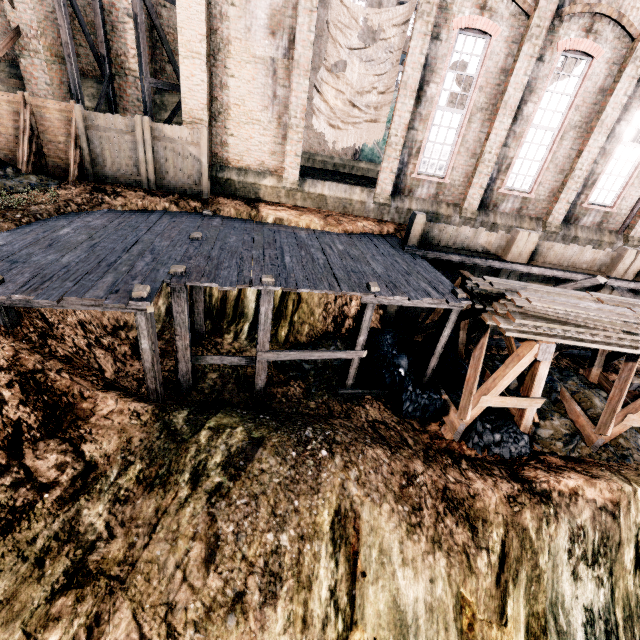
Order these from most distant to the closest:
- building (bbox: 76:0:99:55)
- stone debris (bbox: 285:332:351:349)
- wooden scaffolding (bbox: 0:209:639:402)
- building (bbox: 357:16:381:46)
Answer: building (bbox: 357:16:381:46)
building (bbox: 76:0:99:55)
stone debris (bbox: 285:332:351:349)
wooden scaffolding (bbox: 0:209:639:402)

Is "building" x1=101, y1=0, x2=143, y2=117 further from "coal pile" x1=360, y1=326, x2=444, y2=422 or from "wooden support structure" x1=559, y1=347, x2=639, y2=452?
"coal pile" x1=360, y1=326, x2=444, y2=422

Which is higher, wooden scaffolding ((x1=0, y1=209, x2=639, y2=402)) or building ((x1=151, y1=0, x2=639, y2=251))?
building ((x1=151, y1=0, x2=639, y2=251))

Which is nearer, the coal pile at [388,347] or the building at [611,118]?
the coal pile at [388,347]

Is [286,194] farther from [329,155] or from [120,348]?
[329,155]

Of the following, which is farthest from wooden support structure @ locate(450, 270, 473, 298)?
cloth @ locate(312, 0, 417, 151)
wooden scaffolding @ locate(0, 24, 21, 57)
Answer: wooden scaffolding @ locate(0, 24, 21, 57)

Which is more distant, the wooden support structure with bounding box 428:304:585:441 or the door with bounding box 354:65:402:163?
the door with bounding box 354:65:402:163

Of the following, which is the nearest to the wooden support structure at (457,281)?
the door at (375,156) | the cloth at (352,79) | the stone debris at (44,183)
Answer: the cloth at (352,79)
